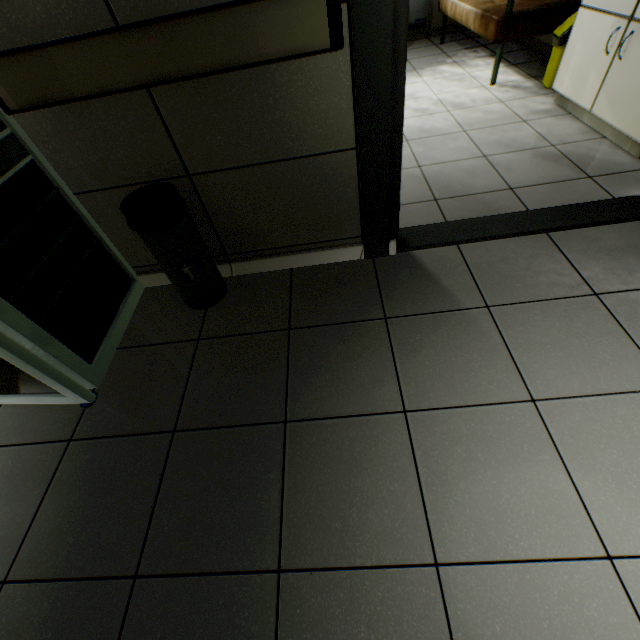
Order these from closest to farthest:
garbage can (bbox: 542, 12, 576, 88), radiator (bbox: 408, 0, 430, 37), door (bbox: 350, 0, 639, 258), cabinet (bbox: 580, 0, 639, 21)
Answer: door (bbox: 350, 0, 639, 258) → cabinet (bbox: 580, 0, 639, 21) → garbage can (bbox: 542, 12, 576, 88) → radiator (bbox: 408, 0, 430, 37)

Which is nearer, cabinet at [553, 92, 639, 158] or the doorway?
the doorway

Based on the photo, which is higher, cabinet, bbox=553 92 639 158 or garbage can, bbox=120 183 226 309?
garbage can, bbox=120 183 226 309

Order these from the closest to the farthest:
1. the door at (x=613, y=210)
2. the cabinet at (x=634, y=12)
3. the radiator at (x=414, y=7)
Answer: the door at (x=613, y=210) → the cabinet at (x=634, y=12) → the radiator at (x=414, y=7)

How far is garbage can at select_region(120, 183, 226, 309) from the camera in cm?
143

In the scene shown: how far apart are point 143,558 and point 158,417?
0.53m

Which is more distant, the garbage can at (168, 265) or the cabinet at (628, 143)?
the cabinet at (628, 143)

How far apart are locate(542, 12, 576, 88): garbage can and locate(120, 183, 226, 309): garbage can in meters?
3.6
